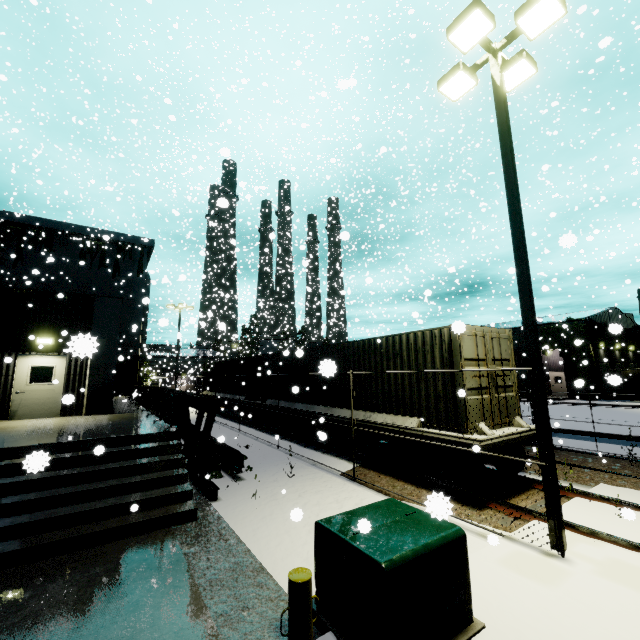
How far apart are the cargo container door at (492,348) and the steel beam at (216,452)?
6.3m

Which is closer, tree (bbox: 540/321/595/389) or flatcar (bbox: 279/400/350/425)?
flatcar (bbox: 279/400/350/425)

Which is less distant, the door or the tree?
the door

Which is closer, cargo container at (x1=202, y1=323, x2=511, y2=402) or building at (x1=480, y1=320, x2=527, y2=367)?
cargo container at (x1=202, y1=323, x2=511, y2=402)

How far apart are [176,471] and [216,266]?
16.4 meters

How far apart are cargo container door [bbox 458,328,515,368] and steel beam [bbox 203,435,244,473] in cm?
629

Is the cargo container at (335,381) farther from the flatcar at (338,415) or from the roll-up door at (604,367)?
the roll-up door at (604,367)

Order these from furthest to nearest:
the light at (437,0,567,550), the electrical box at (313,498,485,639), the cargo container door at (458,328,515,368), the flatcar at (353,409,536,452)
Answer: the cargo container door at (458,328,515,368), the flatcar at (353,409,536,452), the light at (437,0,567,550), the electrical box at (313,498,485,639)
